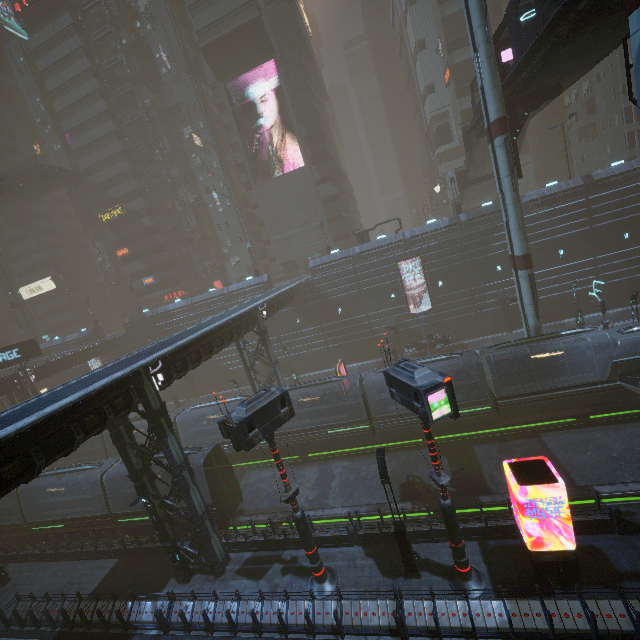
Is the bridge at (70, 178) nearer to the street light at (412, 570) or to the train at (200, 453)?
the train at (200, 453)

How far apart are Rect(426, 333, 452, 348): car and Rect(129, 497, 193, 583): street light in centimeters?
2766cm

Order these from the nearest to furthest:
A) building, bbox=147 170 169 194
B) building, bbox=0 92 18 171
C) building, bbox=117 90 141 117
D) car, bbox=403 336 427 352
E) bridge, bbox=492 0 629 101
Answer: bridge, bbox=492 0 629 101 → car, bbox=403 336 427 352 → building, bbox=117 90 141 117 → building, bbox=147 170 169 194 → building, bbox=0 92 18 171

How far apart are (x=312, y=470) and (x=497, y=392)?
14.54m

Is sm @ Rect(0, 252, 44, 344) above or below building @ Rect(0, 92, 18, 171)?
below

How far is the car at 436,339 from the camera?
35.2 meters

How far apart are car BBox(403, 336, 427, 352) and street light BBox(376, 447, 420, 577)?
23.9 meters

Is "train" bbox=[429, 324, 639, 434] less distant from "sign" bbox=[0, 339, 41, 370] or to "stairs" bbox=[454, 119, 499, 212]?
"stairs" bbox=[454, 119, 499, 212]
